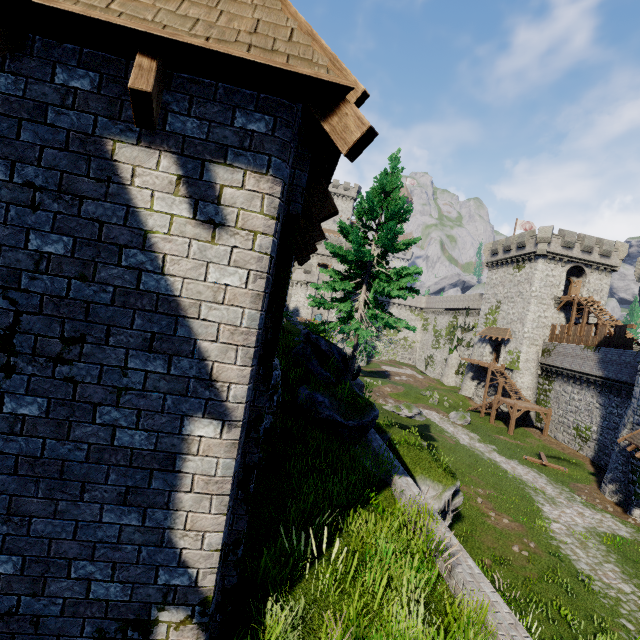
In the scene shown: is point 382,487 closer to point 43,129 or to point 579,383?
point 43,129

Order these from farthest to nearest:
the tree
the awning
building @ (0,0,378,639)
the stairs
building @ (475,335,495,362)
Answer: building @ (475,335,495,362) < the stairs < the awning < the tree < building @ (0,0,378,639)

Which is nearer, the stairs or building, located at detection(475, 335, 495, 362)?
the stairs

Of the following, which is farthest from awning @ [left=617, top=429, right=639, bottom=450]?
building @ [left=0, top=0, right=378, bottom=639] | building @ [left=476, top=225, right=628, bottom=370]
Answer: building @ [left=0, top=0, right=378, bottom=639]

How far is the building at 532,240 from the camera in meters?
37.6

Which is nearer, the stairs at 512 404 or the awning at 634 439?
the awning at 634 439

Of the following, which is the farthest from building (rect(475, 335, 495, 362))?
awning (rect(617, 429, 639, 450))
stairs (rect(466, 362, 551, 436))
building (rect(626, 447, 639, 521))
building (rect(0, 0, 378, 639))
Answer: building (rect(0, 0, 378, 639))

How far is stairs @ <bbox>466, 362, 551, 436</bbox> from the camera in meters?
32.6
